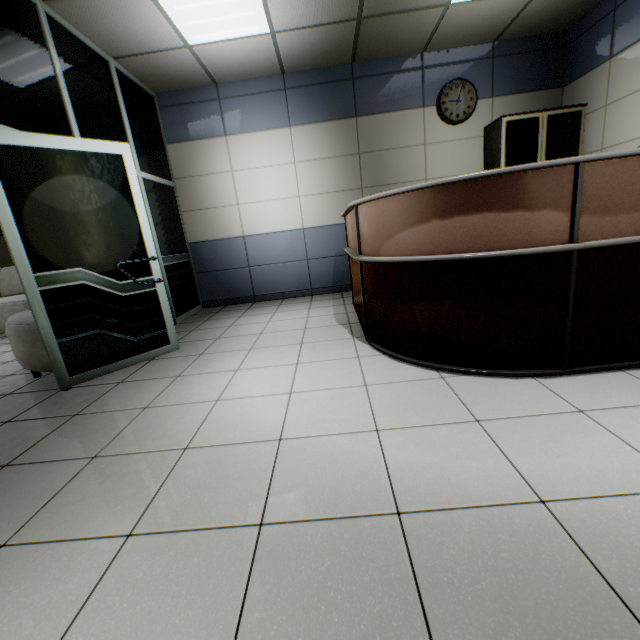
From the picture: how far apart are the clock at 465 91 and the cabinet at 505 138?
0.27m

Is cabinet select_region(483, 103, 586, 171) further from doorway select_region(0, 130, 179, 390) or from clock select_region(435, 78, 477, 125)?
doorway select_region(0, 130, 179, 390)

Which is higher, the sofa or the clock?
the clock

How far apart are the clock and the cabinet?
0.3m

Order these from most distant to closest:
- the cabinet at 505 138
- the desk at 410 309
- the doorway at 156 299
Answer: the cabinet at 505 138 < the doorway at 156 299 < the desk at 410 309

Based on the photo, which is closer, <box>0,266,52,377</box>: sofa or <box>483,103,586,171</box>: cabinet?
<box>0,266,52,377</box>: sofa

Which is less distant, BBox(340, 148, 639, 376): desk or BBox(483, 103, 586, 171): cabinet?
BBox(340, 148, 639, 376): desk

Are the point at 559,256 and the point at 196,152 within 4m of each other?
no
